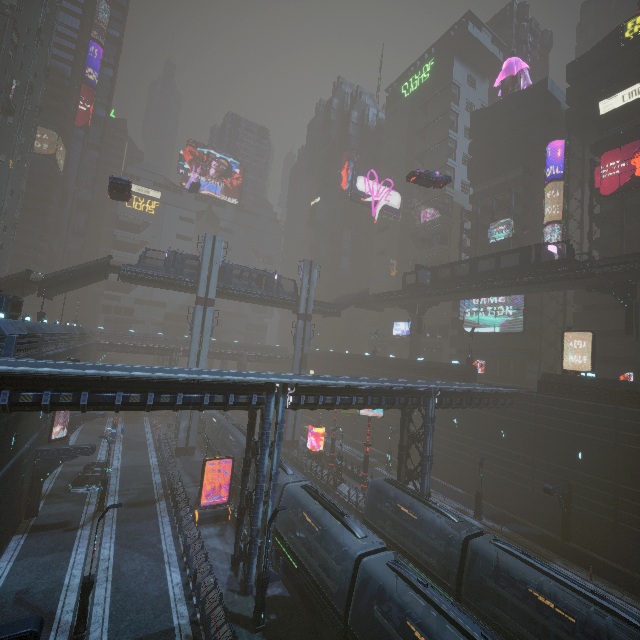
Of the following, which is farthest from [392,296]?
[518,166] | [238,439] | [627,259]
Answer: [238,439]

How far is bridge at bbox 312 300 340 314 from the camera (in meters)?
49.28

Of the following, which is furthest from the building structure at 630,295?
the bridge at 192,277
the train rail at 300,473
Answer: the bridge at 192,277

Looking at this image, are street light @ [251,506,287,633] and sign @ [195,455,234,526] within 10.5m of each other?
yes

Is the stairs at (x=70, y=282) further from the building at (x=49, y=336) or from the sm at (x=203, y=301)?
the sm at (x=203, y=301)

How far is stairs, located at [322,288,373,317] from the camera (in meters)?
52.11

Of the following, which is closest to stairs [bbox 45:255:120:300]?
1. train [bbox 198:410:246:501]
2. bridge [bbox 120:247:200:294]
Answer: bridge [bbox 120:247:200:294]

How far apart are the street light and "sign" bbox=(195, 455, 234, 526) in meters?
9.6
